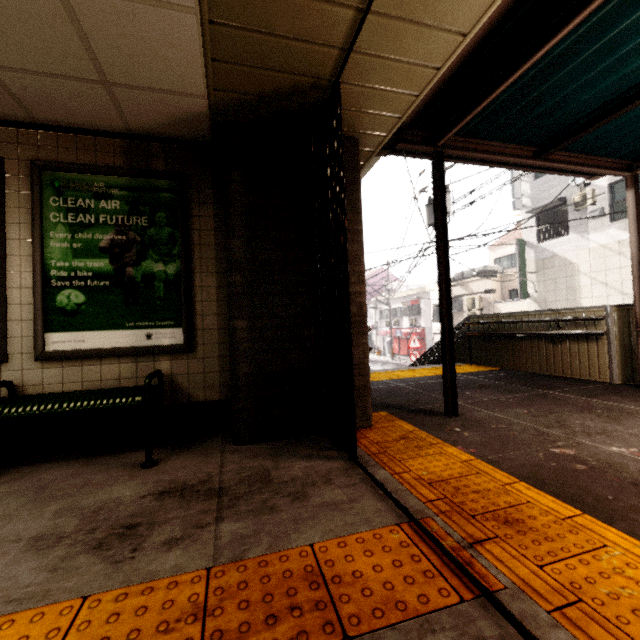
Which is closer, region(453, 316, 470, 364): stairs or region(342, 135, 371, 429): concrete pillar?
region(342, 135, 371, 429): concrete pillar

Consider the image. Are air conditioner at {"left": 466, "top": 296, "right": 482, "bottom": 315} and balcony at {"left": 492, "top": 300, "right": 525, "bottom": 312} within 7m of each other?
yes

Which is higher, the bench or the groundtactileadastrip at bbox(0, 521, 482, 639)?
the bench

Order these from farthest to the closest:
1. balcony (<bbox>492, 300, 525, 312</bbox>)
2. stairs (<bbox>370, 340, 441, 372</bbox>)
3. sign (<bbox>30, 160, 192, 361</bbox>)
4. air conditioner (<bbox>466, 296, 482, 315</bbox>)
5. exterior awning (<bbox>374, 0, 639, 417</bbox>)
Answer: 1. air conditioner (<bbox>466, 296, 482, 315</bbox>)
2. balcony (<bbox>492, 300, 525, 312</bbox>)
3. stairs (<bbox>370, 340, 441, 372</bbox>)
4. sign (<bbox>30, 160, 192, 361</bbox>)
5. exterior awning (<bbox>374, 0, 639, 417</bbox>)

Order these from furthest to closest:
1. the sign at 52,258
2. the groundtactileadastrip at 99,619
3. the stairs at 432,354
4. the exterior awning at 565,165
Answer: the stairs at 432,354, the sign at 52,258, the exterior awning at 565,165, the groundtactileadastrip at 99,619

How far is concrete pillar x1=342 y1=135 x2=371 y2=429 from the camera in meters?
3.2

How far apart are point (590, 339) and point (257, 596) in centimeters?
610cm

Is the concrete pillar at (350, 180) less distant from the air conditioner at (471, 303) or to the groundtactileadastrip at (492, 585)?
the groundtactileadastrip at (492, 585)
